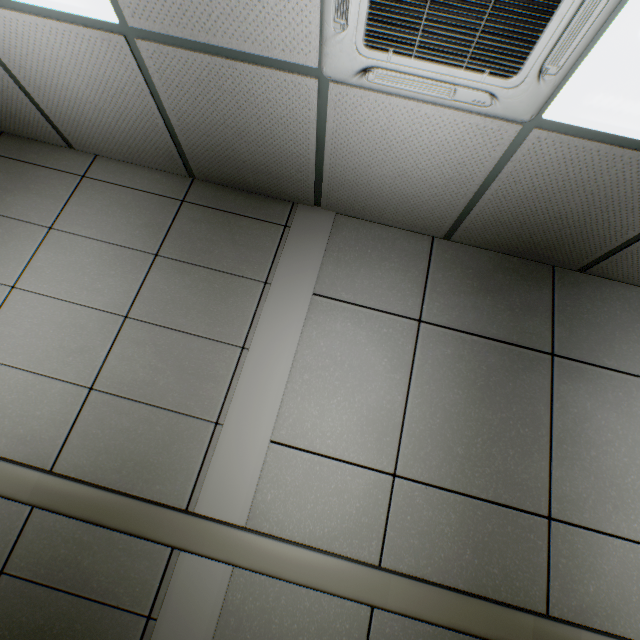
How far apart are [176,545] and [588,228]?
3.01m
